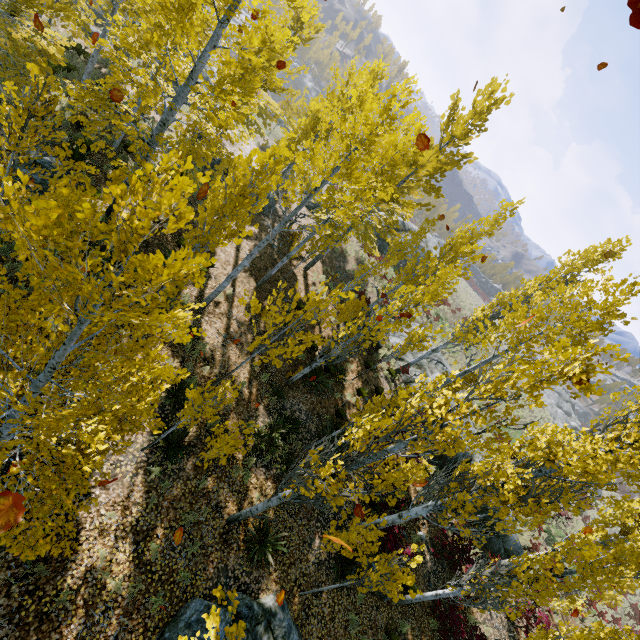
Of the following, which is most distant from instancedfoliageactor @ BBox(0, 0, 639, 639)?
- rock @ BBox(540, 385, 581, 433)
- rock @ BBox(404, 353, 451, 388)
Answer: rock @ BBox(540, 385, 581, 433)

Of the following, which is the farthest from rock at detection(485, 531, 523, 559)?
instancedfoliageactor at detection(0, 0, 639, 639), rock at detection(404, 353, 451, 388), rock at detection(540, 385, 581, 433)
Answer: rock at detection(540, 385, 581, 433)

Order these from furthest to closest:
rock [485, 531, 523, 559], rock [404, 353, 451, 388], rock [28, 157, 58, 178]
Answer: rock [404, 353, 451, 388], rock [485, 531, 523, 559], rock [28, 157, 58, 178]

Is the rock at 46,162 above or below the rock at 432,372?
below

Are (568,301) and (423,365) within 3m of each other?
no

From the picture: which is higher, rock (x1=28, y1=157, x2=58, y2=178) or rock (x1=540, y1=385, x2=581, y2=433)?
rock (x1=540, y1=385, x2=581, y2=433)

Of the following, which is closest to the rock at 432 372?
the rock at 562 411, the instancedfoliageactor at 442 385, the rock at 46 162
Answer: the instancedfoliageactor at 442 385
